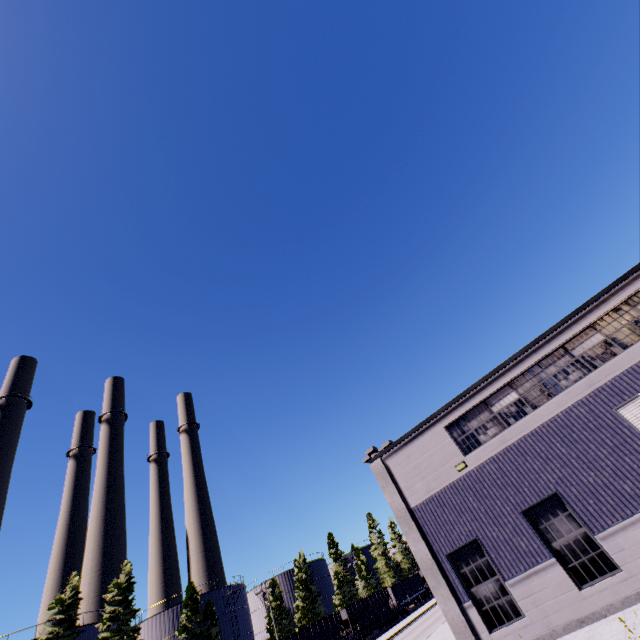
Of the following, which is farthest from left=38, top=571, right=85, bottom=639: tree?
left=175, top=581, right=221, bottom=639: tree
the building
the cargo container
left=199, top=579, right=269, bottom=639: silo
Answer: the cargo container

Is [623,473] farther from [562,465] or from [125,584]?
[125,584]

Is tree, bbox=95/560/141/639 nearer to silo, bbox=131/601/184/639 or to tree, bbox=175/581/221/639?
silo, bbox=131/601/184/639

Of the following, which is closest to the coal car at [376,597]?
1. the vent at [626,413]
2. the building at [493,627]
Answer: the building at [493,627]

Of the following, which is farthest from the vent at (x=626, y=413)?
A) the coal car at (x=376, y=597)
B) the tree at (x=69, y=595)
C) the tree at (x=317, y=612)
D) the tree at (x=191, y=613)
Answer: the tree at (x=191, y=613)

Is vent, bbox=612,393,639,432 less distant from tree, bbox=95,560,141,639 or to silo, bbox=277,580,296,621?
silo, bbox=277,580,296,621

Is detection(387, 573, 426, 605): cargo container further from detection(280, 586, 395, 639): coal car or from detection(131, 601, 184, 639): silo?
detection(131, 601, 184, 639): silo

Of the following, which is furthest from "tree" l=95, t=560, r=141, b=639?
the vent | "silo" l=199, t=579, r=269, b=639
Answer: the vent
